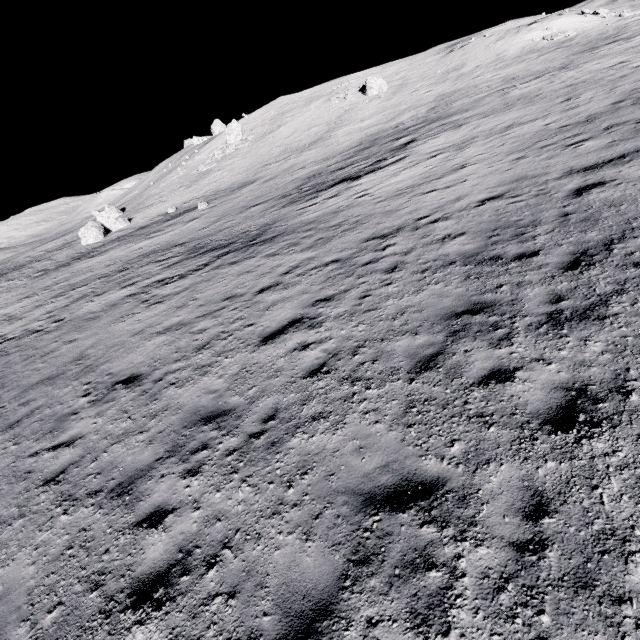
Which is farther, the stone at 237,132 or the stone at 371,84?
the stone at 237,132

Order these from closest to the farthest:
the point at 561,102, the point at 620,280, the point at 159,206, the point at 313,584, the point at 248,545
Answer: the point at 313,584 < the point at 248,545 < the point at 620,280 < the point at 561,102 < the point at 159,206

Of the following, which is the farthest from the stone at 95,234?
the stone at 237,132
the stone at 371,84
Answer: the stone at 371,84

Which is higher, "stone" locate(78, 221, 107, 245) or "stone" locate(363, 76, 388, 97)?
"stone" locate(363, 76, 388, 97)

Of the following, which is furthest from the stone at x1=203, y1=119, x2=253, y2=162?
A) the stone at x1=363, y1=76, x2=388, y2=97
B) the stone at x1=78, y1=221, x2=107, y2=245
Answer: the stone at x1=78, y1=221, x2=107, y2=245

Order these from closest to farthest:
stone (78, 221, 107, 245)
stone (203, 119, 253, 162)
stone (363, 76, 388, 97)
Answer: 1. stone (78, 221, 107, 245)
2. stone (363, 76, 388, 97)
3. stone (203, 119, 253, 162)

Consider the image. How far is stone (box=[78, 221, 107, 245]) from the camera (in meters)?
38.34
